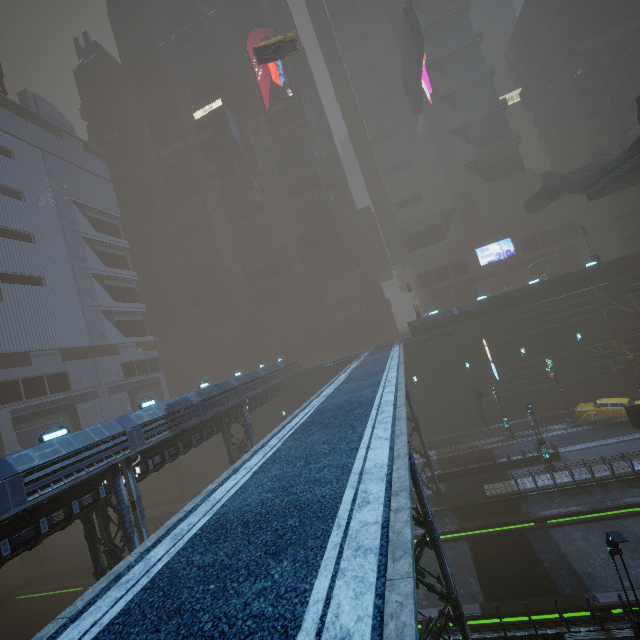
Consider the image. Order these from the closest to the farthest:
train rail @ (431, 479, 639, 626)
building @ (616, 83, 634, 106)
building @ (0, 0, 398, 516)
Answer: train rail @ (431, 479, 639, 626)
building @ (0, 0, 398, 516)
building @ (616, 83, 634, 106)

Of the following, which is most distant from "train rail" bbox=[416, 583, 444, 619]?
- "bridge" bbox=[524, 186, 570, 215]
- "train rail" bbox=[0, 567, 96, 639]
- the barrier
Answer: "bridge" bbox=[524, 186, 570, 215]

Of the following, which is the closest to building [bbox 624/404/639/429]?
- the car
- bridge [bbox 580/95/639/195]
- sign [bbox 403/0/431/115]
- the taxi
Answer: sign [bbox 403/0/431/115]

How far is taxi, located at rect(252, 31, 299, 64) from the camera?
30.64m

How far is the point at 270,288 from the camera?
55.72m

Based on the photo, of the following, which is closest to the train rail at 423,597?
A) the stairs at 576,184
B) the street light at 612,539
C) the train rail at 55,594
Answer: the train rail at 55,594

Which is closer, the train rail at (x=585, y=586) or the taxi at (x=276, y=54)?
the train rail at (x=585, y=586)

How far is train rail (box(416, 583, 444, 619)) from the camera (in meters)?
16.73
